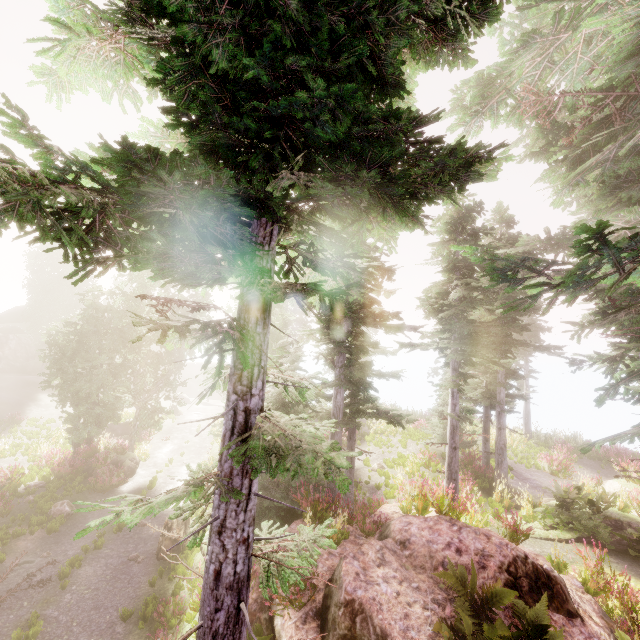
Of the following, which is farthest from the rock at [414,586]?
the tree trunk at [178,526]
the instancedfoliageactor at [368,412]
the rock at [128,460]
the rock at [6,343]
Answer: the rock at [6,343]

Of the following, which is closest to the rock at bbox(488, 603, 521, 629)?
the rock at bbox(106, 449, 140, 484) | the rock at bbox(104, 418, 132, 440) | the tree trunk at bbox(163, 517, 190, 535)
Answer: the tree trunk at bbox(163, 517, 190, 535)

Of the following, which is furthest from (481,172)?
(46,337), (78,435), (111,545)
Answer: (46,337)

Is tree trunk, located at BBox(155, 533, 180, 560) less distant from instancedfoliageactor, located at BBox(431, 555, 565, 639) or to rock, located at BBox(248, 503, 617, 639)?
instancedfoliageactor, located at BBox(431, 555, 565, 639)

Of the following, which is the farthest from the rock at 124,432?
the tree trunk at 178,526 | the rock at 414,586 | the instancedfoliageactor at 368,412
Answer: the rock at 414,586

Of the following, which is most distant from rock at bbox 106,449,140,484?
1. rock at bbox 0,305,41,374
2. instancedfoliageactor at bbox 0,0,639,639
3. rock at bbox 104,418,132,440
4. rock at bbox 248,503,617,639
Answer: rock at bbox 0,305,41,374

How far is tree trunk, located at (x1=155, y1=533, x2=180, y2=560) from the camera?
11.32m

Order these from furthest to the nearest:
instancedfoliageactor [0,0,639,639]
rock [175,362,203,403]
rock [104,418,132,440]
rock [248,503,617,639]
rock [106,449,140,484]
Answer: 1. rock [175,362,203,403]
2. rock [104,418,132,440]
3. rock [106,449,140,484]
4. rock [248,503,617,639]
5. instancedfoliageactor [0,0,639,639]
